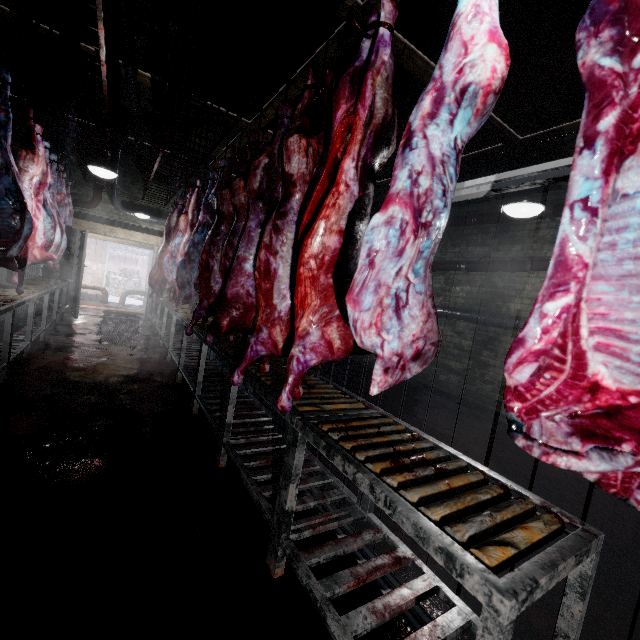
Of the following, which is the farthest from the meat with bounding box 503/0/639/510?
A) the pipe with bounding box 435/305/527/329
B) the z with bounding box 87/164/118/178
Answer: the z with bounding box 87/164/118/178

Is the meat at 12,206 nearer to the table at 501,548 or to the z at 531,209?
the table at 501,548

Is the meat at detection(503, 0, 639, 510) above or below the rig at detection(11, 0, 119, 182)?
below

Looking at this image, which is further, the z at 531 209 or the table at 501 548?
the z at 531 209

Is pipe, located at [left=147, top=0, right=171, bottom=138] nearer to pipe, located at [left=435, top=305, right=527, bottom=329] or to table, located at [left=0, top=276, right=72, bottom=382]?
pipe, located at [left=435, top=305, right=527, bottom=329]

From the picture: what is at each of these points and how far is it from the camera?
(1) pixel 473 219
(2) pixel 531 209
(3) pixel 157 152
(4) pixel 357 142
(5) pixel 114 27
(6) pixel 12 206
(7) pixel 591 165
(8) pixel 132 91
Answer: (1) pipe, 5.3m
(2) z, 2.8m
(3) rig, 5.0m
(4) meat, 1.4m
(5) rig, 3.3m
(6) meat, 3.0m
(7) meat, 0.7m
(8) pipe, 5.2m

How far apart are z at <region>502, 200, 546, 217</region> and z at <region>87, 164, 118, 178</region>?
4.5m

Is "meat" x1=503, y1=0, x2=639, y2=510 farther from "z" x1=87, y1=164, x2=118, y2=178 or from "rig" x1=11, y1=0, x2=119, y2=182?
"z" x1=87, y1=164, x2=118, y2=178
